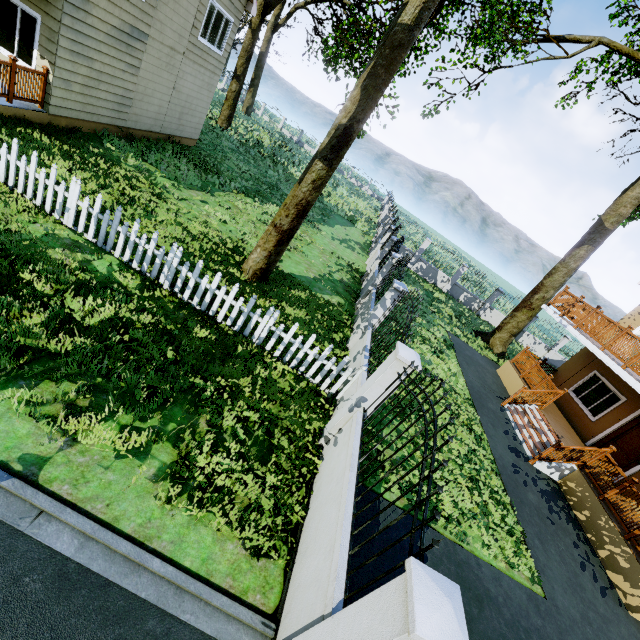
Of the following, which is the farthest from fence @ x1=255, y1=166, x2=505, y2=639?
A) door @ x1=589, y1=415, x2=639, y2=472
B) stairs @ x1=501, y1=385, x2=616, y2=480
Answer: door @ x1=589, y1=415, x2=639, y2=472

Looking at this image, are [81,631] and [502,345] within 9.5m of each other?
no

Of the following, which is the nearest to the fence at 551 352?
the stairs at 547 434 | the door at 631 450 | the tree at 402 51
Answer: the tree at 402 51

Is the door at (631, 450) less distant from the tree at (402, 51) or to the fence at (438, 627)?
the tree at (402, 51)

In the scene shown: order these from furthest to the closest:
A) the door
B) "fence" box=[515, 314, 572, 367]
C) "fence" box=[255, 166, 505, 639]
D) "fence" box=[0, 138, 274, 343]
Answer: "fence" box=[515, 314, 572, 367] → the door → "fence" box=[0, 138, 274, 343] → "fence" box=[255, 166, 505, 639]

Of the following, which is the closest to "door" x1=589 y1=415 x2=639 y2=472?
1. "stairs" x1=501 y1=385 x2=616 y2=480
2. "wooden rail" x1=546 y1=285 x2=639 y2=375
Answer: "stairs" x1=501 y1=385 x2=616 y2=480

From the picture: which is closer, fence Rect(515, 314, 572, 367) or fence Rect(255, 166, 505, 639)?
fence Rect(255, 166, 505, 639)

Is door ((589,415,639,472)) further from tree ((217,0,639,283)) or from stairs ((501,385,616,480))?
tree ((217,0,639,283))
